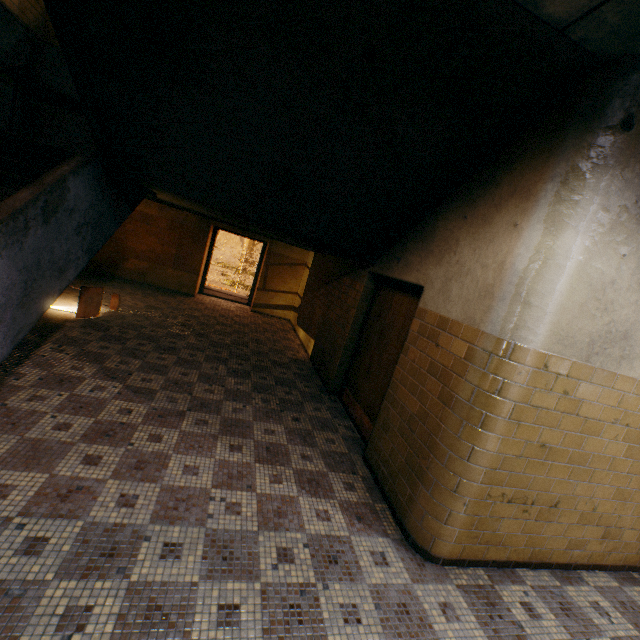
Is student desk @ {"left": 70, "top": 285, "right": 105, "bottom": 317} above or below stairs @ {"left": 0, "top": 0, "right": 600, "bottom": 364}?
below

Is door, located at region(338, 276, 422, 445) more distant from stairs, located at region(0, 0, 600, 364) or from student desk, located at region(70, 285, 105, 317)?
student desk, located at region(70, 285, 105, 317)

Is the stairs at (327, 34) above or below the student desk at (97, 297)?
above

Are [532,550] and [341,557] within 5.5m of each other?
yes

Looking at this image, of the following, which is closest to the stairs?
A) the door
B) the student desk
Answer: the door

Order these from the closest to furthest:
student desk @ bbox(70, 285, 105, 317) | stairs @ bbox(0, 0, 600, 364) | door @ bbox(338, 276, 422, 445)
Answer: stairs @ bbox(0, 0, 600, 364), door @ bbox(338, 276, 422, 445), student desk @ bbox(70, 285, 105, 317)

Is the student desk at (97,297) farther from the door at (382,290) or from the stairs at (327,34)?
the door at (382,290)
